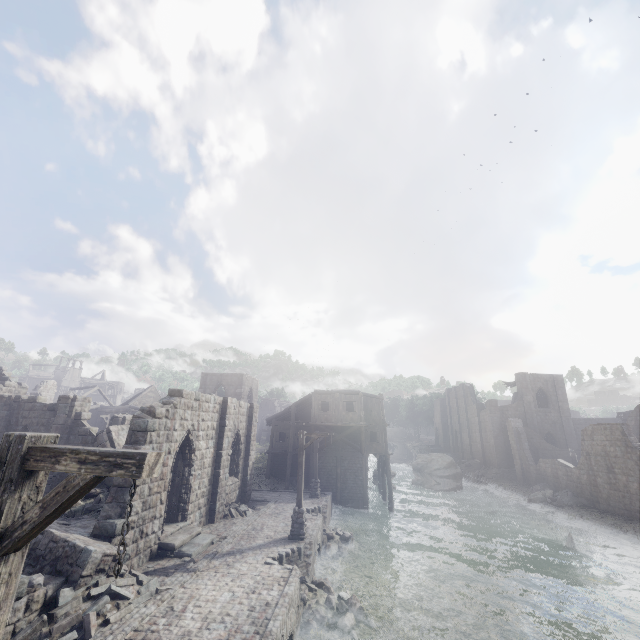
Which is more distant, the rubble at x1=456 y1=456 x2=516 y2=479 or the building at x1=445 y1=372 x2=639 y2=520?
the rubble at x1=456 y1=456 x2=516 y2=479

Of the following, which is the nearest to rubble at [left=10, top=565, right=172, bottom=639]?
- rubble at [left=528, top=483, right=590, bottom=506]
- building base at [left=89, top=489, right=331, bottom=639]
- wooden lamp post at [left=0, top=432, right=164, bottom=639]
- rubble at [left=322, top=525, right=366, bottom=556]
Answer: building base at [left=89, top=489, right=331, bottom=639]

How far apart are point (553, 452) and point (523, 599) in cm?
3138

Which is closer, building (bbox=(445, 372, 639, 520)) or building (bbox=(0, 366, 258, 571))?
building (bbox=(0, 366, 258, 571))

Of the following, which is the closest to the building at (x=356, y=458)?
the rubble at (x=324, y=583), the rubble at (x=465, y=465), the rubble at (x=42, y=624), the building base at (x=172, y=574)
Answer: the rubble at (x=465, y=465)

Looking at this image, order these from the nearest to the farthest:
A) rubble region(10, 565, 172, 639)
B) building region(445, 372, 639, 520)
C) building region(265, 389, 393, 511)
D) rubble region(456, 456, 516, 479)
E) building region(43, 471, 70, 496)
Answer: rubble region(10, 565, 172, 639) → building region(43, 471, 70, 496) → building region(445, 372, 639, 520) → building region(265, 389, 393, 511) → rubble region(456, 456, 516, 479)

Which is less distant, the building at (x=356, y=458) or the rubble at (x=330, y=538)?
the rubble at (x=330, y=538)

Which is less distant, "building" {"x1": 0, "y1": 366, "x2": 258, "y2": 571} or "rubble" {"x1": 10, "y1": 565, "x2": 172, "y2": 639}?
"rubble" {"x1": 10, "y1": 565, "x2": 172, "y2": 639}
